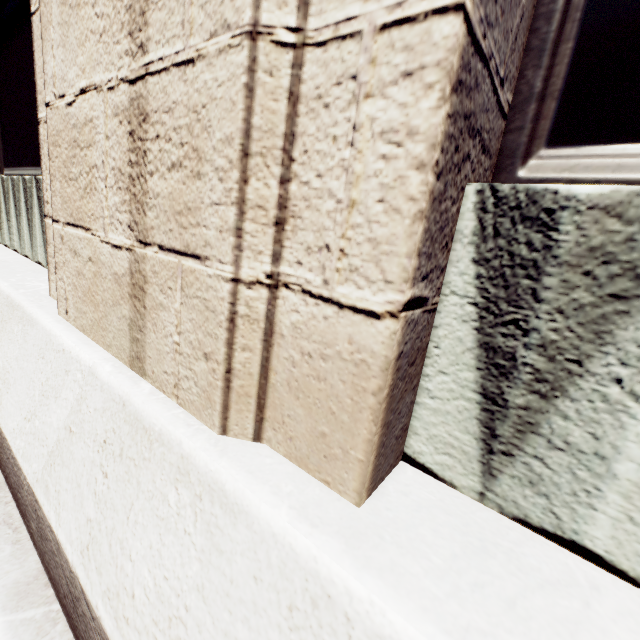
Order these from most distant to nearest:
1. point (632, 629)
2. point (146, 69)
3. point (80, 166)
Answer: point (80, 166)
point (146, 69)
point (632, 629)
